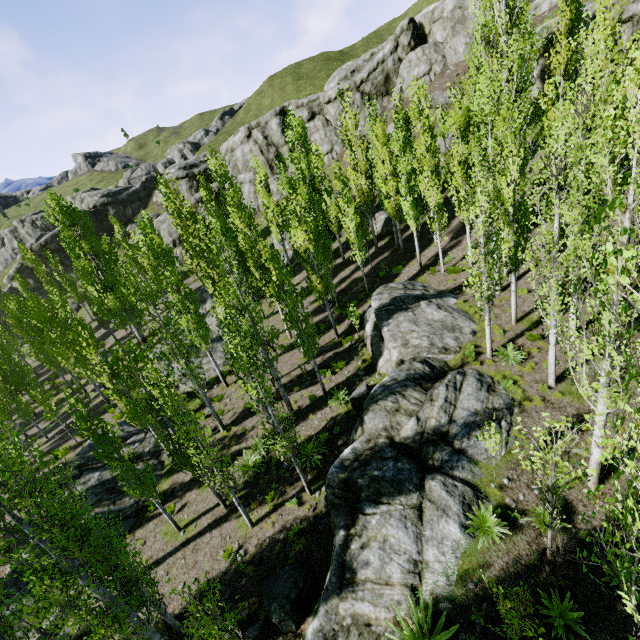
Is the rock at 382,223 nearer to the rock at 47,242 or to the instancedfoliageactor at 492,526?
the instancedfoliageactor at 492,526

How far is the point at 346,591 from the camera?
8.5m

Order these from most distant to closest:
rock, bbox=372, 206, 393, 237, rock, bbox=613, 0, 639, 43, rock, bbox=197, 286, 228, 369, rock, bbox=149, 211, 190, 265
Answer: rock, bbox=149, 211, 190, 265 → rock, bbox=372, 206, 393, 237 → rock, bbox=197, 286, 228, 369 → rock, bbox=613, 0, 639, 43

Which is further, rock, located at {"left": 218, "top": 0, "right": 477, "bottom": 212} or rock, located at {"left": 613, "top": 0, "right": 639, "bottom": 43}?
rock, located at {"left": 218, "top": 0, "right": 477, "bottom": 212}

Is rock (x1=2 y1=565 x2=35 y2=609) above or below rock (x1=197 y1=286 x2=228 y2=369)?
below

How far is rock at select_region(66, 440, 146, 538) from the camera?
15.4 meters

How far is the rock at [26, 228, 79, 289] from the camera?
51.0 meters

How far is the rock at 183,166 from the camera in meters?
46.3 m
